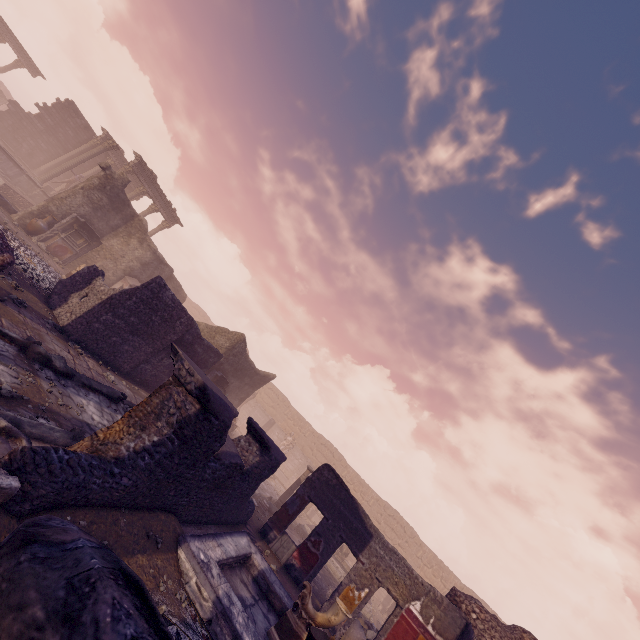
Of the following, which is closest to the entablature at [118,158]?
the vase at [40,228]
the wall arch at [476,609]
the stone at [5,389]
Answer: the vase at [40,228]

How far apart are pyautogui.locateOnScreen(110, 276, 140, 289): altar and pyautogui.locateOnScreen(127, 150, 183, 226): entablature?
10.7 meters

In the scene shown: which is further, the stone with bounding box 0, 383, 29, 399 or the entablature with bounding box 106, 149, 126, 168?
the entablature with bounding box 106, 149, 126, 168

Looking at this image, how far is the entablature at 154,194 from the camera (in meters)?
23.75

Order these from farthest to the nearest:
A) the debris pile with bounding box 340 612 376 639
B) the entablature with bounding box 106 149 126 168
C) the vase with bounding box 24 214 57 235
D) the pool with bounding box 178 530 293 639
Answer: the entablature with bounding box 106 149 126 168 → the vase with bounding box 24 214 57 235 → the debris pile with bounding box 340 612 376 639 → the pool with bounding box 178 530 293 639

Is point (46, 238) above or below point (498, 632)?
below

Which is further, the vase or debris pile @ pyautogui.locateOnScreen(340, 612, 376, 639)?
the vase

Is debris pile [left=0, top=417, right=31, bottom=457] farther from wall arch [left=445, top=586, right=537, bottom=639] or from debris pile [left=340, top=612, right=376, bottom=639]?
wall arch [left=445, top=586, right=537, bottom=639]
